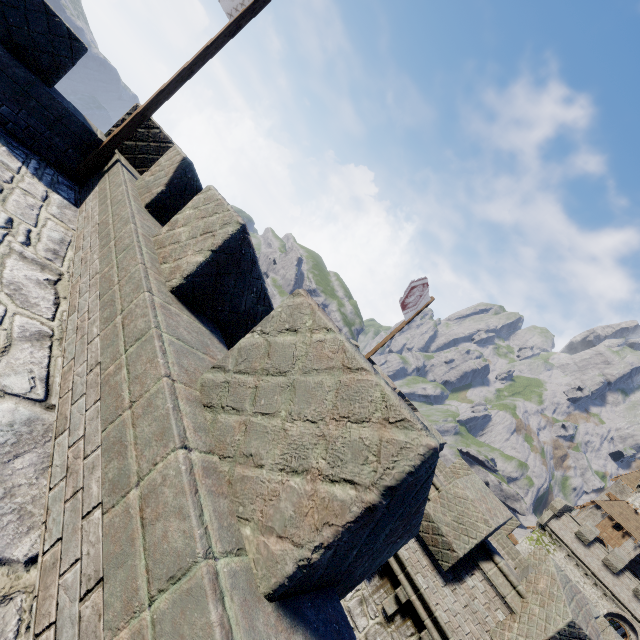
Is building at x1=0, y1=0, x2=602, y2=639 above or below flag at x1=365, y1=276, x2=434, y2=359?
below

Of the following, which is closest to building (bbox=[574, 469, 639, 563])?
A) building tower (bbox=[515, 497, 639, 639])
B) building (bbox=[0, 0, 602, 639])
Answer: building tower (bbox=[515, 497, 639, 639])

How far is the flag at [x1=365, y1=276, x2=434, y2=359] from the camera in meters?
11.9 m

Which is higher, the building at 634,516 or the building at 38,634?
Answer: the building at 634,516

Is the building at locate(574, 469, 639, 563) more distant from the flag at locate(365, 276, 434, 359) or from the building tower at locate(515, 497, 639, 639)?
the flag at locate(365, 276, 434, 359)

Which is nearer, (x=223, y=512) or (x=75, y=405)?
(x=223, y=512)

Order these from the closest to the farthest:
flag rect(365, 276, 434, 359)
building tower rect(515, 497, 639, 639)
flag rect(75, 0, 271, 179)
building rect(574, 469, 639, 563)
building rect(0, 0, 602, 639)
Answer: building rect(0, 0, 602, 639) < flag rect(75, 0, 271, 179) < flag rect(365, 276, 434, 359) < building tower rect(515, 497, 639, 639) < building rect(574, 469, 639, 563)

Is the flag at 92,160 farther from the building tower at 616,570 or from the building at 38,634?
the building tower at 616,570
